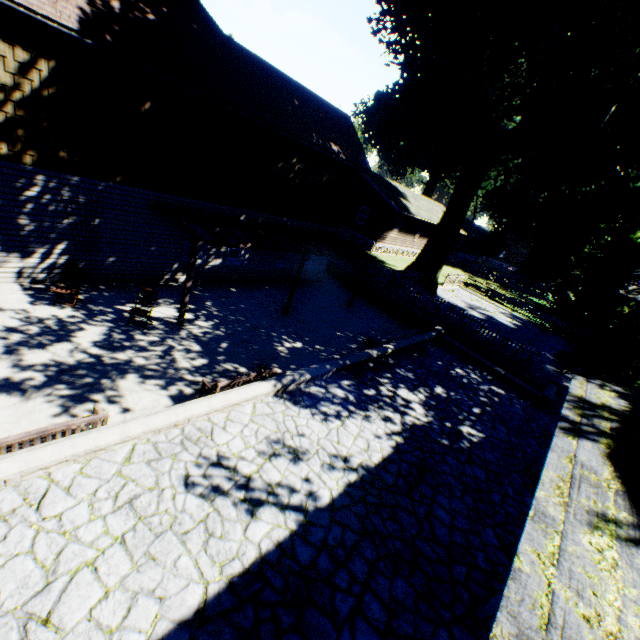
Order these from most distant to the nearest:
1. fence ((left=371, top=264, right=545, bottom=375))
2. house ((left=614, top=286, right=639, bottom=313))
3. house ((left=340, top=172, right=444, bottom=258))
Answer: house ((left=614, top=286, right=639, bottom=313)), house ((left=340, top=172, right=444, bottom=258)), fence ((left=371, top=264, right=545, bottom=375))

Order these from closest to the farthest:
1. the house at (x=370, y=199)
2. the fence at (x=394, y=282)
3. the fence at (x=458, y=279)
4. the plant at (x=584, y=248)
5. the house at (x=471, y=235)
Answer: the plant at (x=584, y=248) → the fence at (x=394, y=282) → the fence at (x=458, y=279) → the house at (x=370, y=199) → the house at (x=471, y=235)

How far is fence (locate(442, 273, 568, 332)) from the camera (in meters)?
26.80

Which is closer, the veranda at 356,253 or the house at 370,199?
the veranda at 356,253

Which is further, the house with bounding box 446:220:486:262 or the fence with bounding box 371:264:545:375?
the house with bounding box 446:220:486:262

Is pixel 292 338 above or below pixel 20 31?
below

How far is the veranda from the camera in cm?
1006

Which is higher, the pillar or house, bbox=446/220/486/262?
house, bbox=446/220/486/262
